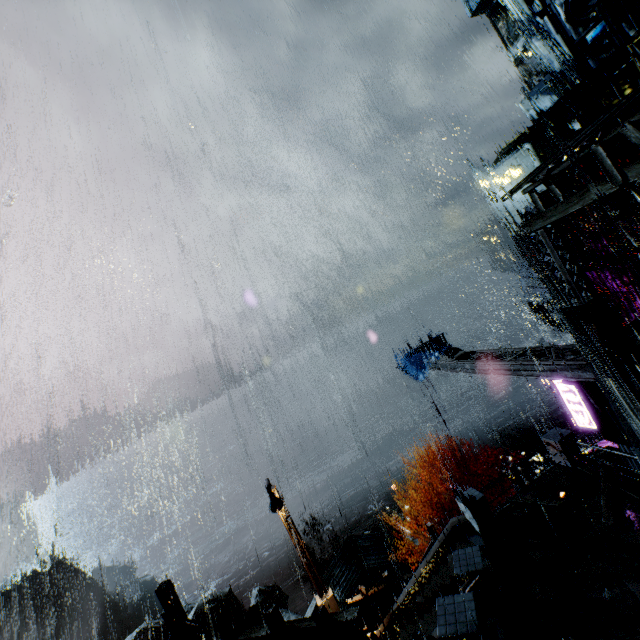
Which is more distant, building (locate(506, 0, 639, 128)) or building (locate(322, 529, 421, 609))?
building (locate(506, 0, 639, 128))

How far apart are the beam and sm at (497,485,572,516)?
4.1 meters

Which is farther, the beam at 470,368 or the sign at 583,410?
the sign at 583,410

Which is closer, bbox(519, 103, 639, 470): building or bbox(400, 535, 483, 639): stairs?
bbox(519, 103, 639, 470): building

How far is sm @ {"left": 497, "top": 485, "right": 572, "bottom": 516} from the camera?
11.9m

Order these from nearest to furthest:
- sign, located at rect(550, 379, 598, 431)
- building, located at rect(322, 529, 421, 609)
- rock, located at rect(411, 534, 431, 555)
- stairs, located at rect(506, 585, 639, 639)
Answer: stairs, located at rect(506, 585, 639, 639)
sign, located at rect(550, 379, 598, 431)
building, located at rect(322, 529, 421, 609)
rock, located at rect(411, 534, 431, 555)

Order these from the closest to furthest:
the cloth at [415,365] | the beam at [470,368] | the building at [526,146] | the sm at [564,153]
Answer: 1. the sm at [564,153]
2. the beam at [470,368]
3. the cloth at [415,365]
4. the building at [526,146]

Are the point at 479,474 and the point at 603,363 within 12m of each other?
no
